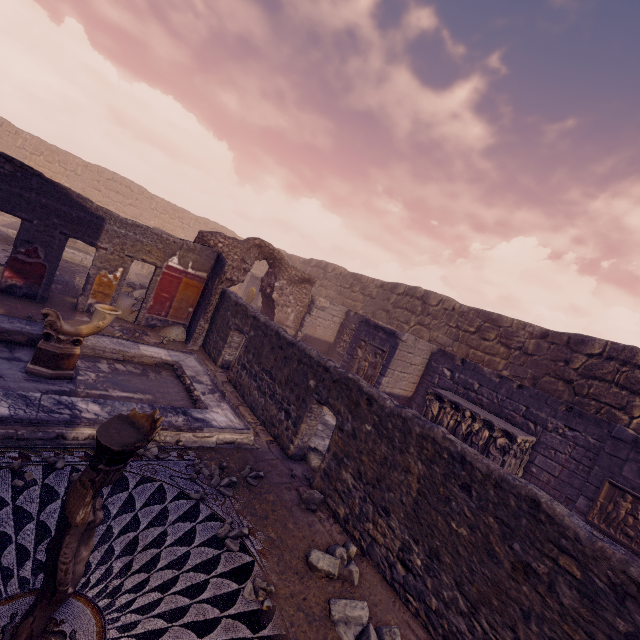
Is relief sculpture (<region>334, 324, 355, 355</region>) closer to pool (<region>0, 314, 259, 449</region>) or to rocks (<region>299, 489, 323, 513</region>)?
pool (<region>0, 314, 259, 449</region>)

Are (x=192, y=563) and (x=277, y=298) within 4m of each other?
no

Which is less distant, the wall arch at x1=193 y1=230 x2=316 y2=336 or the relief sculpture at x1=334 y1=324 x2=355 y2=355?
the wall arch at x1=193 y1=230 x2=316 y2=336

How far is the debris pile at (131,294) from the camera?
9.17m

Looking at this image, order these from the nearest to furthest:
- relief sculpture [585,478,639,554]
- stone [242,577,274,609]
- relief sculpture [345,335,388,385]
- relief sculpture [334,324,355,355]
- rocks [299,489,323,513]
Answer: stone [242,577,274,609] → rocks [299,489,323,513] → relief sculpture [585,478,639,554] → relief sculpture [345,335,388,385] → relief sculpture [334,324,355,355]

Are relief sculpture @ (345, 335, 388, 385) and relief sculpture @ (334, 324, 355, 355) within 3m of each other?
yes

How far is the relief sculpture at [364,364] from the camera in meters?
10.0 m

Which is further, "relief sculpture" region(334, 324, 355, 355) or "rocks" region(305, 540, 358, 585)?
"relief sculpture" region(334, 324, 355, 355)
